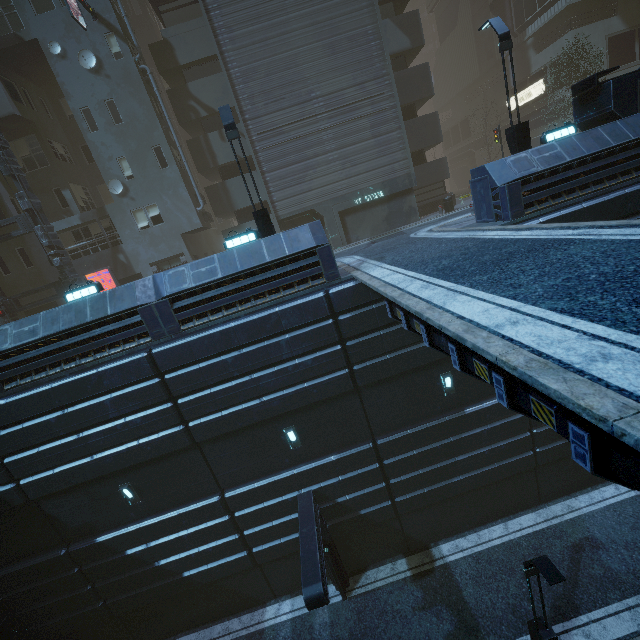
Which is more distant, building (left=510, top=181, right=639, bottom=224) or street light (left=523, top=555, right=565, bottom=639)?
building (left=510, top=181, right=639, bottom=224)

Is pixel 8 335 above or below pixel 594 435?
above

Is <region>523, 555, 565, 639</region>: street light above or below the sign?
below

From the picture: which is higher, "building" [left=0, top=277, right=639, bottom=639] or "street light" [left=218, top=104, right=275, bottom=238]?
Result: "street light" [left=218, top=104, right=275, bottom=238]

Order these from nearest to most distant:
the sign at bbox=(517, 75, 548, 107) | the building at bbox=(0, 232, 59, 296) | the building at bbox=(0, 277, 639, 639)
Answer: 1. the building at bbox=(0, 277, 639, 639)
2. the building at bbox=(0, 232, 59, 296)
3. the sign at bbox=(517, 75, 548, 107)

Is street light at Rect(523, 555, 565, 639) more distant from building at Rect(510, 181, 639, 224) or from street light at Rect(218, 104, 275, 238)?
street light at Rect(218, 104, 275, 238)

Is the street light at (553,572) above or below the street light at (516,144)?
below

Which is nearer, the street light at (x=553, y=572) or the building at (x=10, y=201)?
the street light at (x=553, y=572)
